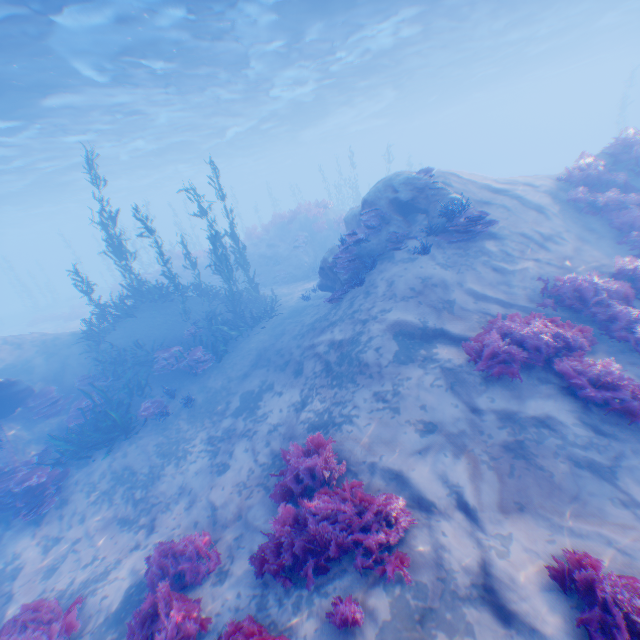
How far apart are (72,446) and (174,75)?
18.9m

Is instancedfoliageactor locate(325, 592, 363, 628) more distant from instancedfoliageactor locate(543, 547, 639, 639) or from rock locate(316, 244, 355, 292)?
rock locate(316, 244, 355, 292)

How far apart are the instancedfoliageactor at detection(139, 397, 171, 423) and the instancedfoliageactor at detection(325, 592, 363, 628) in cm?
925

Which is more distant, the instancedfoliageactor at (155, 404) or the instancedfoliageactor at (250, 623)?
the instancedfoliageactor at (155, 404)

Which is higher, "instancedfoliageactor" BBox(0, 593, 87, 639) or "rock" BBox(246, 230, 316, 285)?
"rock" BBox(246, 230, 316, 285)

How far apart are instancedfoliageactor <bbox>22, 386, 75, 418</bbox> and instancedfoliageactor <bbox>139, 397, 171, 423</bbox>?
3.6 meters

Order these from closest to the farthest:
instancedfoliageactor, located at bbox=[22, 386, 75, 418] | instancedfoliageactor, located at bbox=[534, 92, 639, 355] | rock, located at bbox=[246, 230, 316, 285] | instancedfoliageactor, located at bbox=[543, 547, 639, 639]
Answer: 1. instancedfoliageactor, located at bbox=[543, 547, 639, 639]
2. instancedfoliageactor, located at bbox=[534, 92, 639, 355]
3. instancedfoliageactor, located at bbox=[22, 386, 75, 418]
4. rock, located at bbox=[246, 230, 316, 285]

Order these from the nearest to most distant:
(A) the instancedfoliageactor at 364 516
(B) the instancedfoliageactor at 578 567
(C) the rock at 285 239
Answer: (B) the instancedfoliageactor at 578 567 < (A) the instancedfoliageactor at 364 516 < (C) the rock at 285 239
